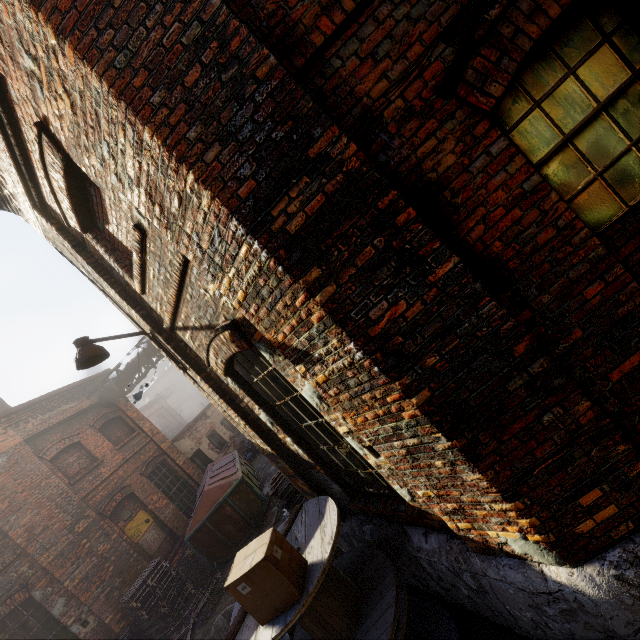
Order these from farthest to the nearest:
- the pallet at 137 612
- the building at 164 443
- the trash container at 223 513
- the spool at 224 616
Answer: the building at 164 443 → the trash container at 223 513 → the pallet at 137 612 → the spool at 224 616

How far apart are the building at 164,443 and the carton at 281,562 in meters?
12.7

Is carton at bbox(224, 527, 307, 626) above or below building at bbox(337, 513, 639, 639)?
above

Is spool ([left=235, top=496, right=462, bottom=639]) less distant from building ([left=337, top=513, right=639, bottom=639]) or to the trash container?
building ([left=337, top=513, right=639, bottom=639])

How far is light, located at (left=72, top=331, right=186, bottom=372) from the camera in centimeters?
423cm

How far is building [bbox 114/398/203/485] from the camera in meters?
13.9 m

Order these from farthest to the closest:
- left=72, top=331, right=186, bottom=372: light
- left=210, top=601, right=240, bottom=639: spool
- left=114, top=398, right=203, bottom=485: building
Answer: left=114, top=398, right=203, bottom=485: building
left=72, top=331, right=186, bottom=372: light
left=210, top=601, right=240, bottom=639: spool

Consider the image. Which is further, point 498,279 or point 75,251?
point 75,251
